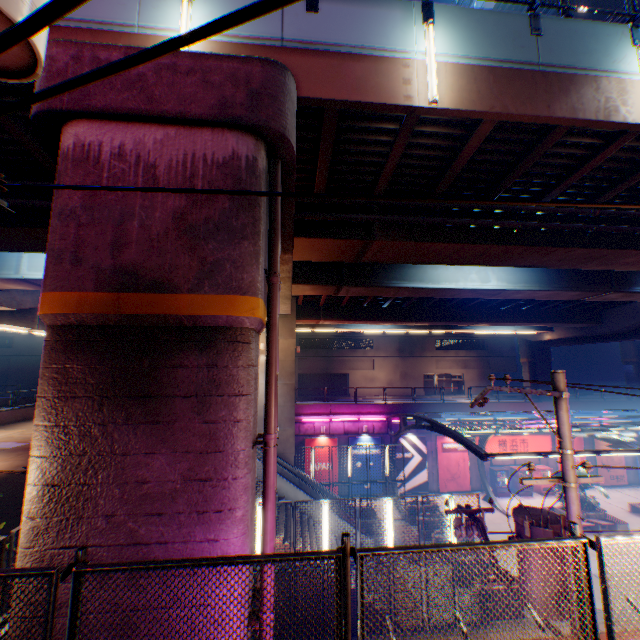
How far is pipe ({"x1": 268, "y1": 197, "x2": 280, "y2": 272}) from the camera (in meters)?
5.58

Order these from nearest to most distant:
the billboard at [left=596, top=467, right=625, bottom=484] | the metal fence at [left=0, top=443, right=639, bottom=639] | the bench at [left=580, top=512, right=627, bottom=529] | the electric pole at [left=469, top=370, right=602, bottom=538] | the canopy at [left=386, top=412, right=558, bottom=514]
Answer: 1. the metal fence at [left=0, top=443, right=639, bottom=639]
2. the electric pole at [left=469, top=370, right=602, bottom=538]
3. the canopy at [left=386, top=412, right=558, bottom=514]
4. the bench at [left=580, top=512, right=627, bottom=529]
5. the billboard at [left=596, top=467, right=625, bottom=484]

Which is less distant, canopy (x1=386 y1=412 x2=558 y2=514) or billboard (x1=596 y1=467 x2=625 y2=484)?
canopy (x1=386 y1=412 x2=558 y2=514)

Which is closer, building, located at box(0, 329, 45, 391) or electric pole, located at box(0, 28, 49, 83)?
electric pole, located at box(0, 28, 49, 83)

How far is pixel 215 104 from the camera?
5.3 meters

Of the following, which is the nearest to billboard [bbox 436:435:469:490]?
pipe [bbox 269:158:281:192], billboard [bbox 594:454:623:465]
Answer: billboard [bbox 594:454:623:465]

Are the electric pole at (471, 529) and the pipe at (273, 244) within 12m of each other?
yes

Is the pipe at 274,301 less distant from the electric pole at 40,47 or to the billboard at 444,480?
the electric pole at 40,47
